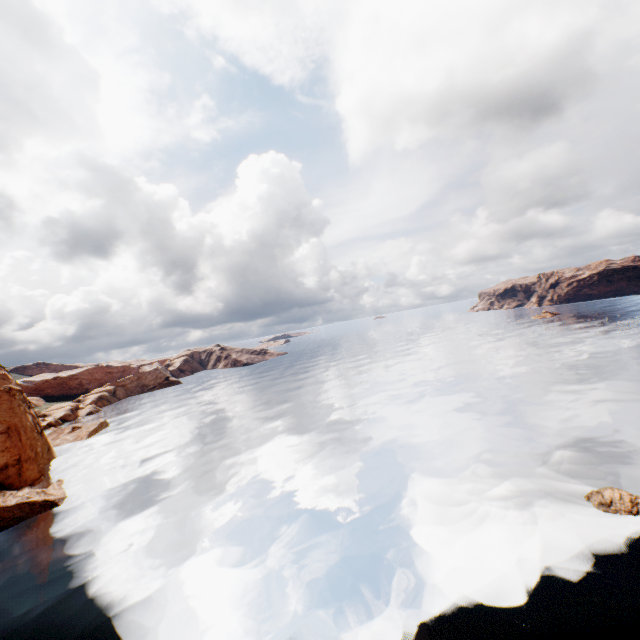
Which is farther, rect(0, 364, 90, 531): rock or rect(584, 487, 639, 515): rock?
rect(0, 364, 90, 531): rock

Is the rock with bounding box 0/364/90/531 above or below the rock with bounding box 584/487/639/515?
above

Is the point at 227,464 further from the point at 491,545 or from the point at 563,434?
the point at 563,434

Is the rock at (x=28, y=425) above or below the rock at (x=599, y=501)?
above

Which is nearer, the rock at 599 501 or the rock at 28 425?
the rock at 599 501
